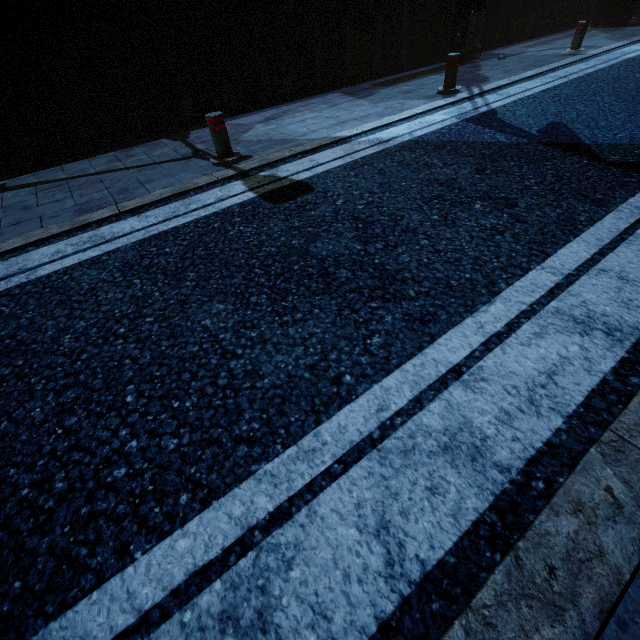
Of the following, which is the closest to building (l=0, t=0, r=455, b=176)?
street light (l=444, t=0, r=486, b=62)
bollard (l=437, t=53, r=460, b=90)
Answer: street light (l=444, t=0, r=486, b=62)

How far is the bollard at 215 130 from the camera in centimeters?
430cm

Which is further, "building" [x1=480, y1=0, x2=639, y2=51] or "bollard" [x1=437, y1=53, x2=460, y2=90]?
"building" [x1=480, y1=0, x2=639, y2=51]

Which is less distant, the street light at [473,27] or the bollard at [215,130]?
the bollard at [215,130]

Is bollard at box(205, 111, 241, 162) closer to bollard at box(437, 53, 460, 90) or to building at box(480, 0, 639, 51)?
building at box(480, 0, 639, 51)

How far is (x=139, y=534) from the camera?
1.3 meters

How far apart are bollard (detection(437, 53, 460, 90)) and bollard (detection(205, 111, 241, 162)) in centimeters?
457cm
